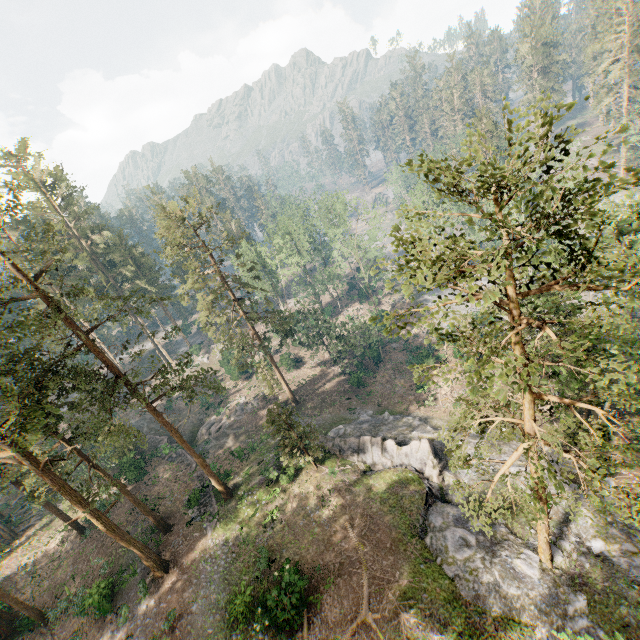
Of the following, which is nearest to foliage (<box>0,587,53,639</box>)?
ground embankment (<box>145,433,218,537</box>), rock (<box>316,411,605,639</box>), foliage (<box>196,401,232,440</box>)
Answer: rock (<box>316,411,605,639</box>)

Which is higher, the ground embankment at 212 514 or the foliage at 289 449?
the foliage at 289 449

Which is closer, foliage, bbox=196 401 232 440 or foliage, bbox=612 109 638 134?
foliage, bbox=612 109 638 134

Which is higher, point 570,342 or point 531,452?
point 531,452

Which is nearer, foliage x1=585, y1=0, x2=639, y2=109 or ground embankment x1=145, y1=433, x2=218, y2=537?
ground embankment x1=145, y1=433, x2=218, y2=537

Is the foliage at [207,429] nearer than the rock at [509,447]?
No

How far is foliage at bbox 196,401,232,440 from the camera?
42.50m
